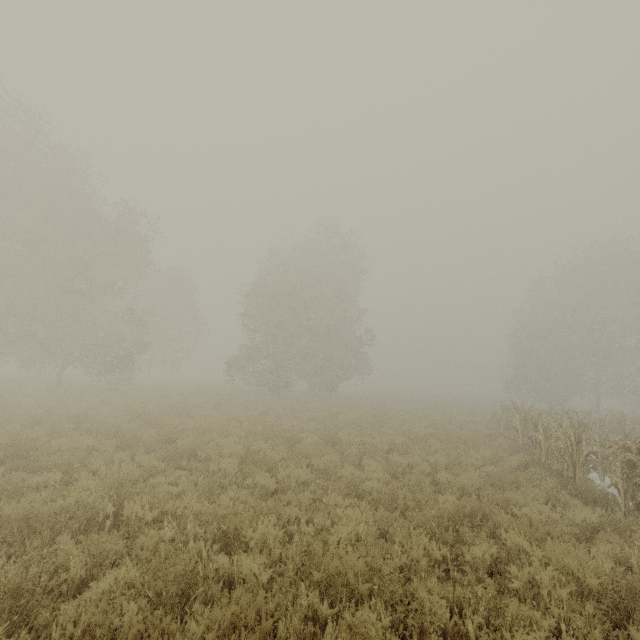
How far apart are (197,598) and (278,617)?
0.9m
